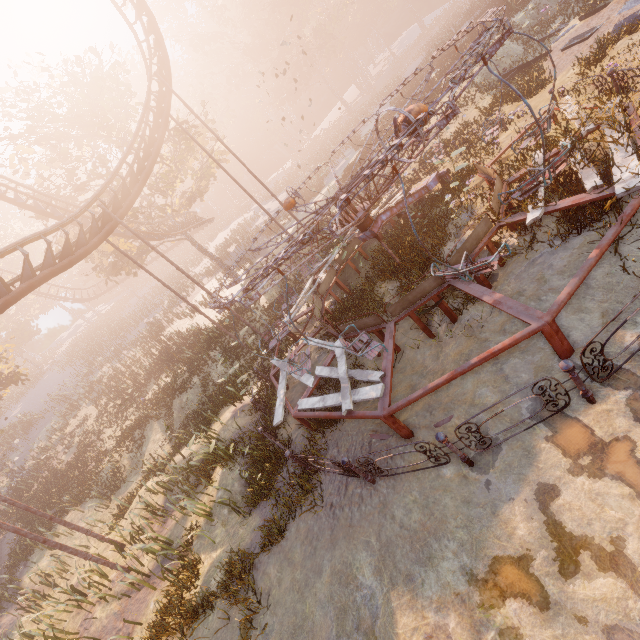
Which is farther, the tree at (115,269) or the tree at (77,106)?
the tree at (115,269)

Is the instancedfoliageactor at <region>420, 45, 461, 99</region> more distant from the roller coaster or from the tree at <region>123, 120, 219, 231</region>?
the roller coaster

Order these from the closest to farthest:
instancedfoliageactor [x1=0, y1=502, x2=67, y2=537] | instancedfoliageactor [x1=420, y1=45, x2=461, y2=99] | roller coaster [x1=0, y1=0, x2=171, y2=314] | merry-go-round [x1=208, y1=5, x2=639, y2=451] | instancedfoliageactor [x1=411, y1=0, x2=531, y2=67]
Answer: merry-go-round [x1=208, y1=5, x2=639, y2=451]
roller coaster [x1=0, y1=0, x2=171, y2=314]
instancedfoliageactor [x1=0, y1=502, x2=67, y2=537]
instancedfoliageactor [x1=411, y1=0, x2=531, y2=67]
instancedfoliageactor [x1=420, y1=45, x2=461, y2=99]

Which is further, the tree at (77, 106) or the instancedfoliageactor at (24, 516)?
the tree at (77, 106)

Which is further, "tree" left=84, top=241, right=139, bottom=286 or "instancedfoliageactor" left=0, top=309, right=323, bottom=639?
"tree" left=84, top=241, right=139, bottom=286

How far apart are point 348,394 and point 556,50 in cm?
1912

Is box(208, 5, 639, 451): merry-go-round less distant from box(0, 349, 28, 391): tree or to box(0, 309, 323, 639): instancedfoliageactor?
box(0, 309, 323, 639): instancedfoliageactor
